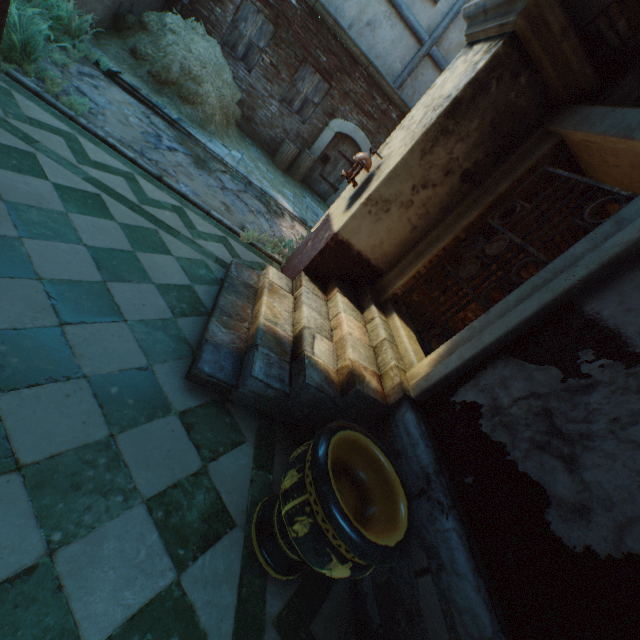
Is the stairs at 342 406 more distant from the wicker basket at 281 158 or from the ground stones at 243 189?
the wicker basket at 281 158

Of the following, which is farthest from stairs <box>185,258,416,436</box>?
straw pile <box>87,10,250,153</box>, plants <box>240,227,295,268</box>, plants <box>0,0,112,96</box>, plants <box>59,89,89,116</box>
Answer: straw pile <box>87,10,250,153</box>

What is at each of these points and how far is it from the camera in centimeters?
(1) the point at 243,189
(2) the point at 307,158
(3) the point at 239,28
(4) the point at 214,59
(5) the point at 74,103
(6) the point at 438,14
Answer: (1) ground stones, 672cm
(2) wicker basket, 1014cm
(3) building, 881cm
(4) straw pile, 744cm
(5) plants, 413cm
(6) building, 881cm

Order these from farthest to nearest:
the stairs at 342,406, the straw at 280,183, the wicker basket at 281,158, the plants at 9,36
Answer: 1. the wicker basket at 281,158
2. the straw at 280,183
3. the plants at 9,36
4. the stairs at 342,406

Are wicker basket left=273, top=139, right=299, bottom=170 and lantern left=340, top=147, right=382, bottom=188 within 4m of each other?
no

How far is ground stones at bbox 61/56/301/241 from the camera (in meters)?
4.82

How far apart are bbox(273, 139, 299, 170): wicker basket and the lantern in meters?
6.6 m

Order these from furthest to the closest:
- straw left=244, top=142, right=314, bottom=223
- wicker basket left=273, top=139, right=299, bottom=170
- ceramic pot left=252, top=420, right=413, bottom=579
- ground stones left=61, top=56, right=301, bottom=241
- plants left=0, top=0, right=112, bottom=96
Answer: wicker basket left=273, top=139, right=299, bottom=170, straw left=244, top=142, right=314, bottom=223, ground stones left=61, top=56, right=301, bottom=241, plants left=0, top=0, right=112, bottom=96, ceramic pot left=252, top=420, right=413, bottom=579
